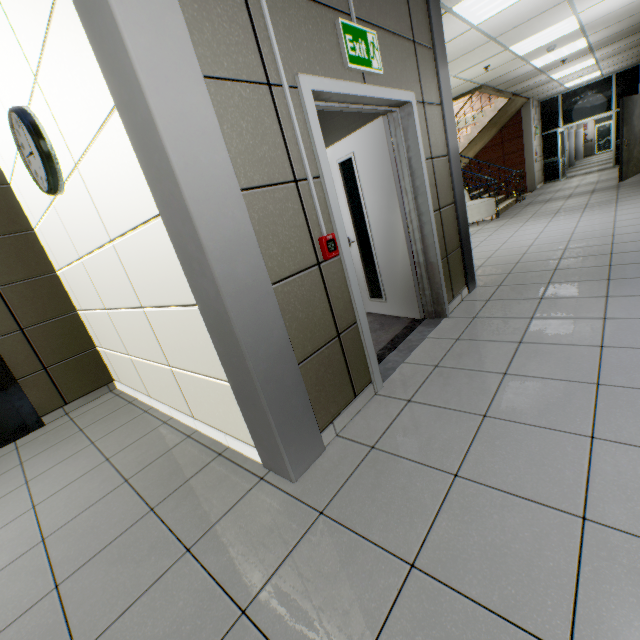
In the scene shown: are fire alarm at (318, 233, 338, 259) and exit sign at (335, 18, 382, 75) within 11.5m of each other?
yes

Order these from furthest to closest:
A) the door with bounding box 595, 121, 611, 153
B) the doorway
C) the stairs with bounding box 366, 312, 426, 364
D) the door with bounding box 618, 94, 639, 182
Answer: the door with bounding box 595, 121, 611, 153 < the doorway < the door with bounding box 618, 94, 639, 182 < the stairs with bounding box 366, 312, 426, 364

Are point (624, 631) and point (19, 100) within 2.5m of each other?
no

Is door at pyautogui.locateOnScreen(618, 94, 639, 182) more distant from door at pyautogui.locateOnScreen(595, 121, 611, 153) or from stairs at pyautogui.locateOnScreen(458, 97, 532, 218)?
door at pyautogui.locateOnScreen(595, 121, 611, 153)

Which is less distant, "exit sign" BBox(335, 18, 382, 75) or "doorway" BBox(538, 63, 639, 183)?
"exit sign" BBox(335, 18, 382, 75)

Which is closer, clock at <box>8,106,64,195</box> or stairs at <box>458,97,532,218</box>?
clock at <box>8,106,64,195</box>

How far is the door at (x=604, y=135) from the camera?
23.34m

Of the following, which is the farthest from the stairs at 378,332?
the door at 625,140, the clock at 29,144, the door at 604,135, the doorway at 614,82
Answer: the door at 604,135
